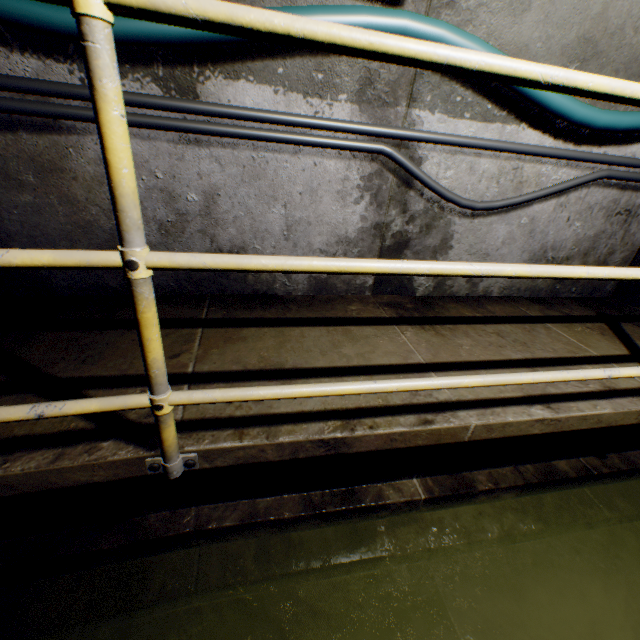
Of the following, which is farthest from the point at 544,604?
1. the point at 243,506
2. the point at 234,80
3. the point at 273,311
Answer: the point at 234,80

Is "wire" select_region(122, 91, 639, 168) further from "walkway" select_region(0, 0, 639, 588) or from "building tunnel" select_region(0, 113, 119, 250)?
"walkway" select_region(0, 0, 639, 588)

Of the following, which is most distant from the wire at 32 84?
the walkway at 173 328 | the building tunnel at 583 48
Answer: the walkway at 173 328

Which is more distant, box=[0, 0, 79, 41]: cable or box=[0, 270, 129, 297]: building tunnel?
box=[0, 270, 129, 297]: building tunnel

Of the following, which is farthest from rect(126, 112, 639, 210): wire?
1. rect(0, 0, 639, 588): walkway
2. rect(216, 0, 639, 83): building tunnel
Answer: rect(0, 0, 639, 588): walkway

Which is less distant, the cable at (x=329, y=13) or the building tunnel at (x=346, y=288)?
the cable at (x=329, y=13)

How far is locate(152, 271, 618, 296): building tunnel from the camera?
2.28m
